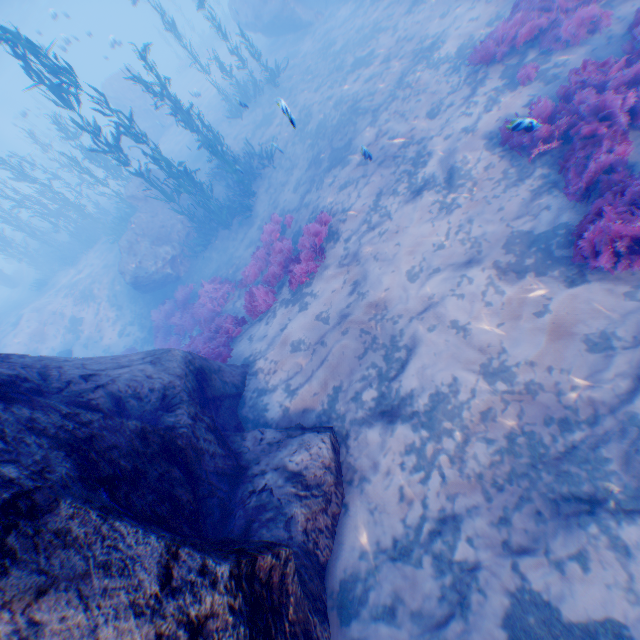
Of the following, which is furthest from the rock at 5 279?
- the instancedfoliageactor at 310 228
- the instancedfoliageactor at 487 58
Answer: the instancedfoliageactor at 487 58

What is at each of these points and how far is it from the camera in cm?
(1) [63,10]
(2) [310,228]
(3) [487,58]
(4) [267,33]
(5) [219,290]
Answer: (1) light, 5244
(2) instancedfoliageactor, 890
(3) instancedfoliageactor, 823
(4) rock, 2025
(5) instancedfoliageactor, 1248

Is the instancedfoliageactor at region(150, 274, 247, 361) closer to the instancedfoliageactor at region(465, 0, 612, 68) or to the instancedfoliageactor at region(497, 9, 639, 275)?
the instancedfoliageactor at region(497, 9, 639, 275)

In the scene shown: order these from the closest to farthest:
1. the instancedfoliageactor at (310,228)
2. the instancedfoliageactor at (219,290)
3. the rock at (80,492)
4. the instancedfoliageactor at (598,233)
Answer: the rock at (80,492) → the instancedfoliageactor at (598,233) → the instancedfoliageactor at (310,228) → the instancedfoliageactor at (219,290)

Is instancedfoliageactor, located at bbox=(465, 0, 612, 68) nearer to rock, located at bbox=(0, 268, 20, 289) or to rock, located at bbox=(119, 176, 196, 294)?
rock, located at bbox=(119, 176, 196, 294)

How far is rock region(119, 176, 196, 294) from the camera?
15.3 meters

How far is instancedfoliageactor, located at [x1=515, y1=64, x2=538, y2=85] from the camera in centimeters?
731cm

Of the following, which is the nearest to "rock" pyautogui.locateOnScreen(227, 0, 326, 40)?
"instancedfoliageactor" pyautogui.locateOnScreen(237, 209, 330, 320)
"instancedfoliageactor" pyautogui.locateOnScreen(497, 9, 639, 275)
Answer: "instancedfoliageactor" pyautogui.locateOnScreen(237, 209, 330, 320)
